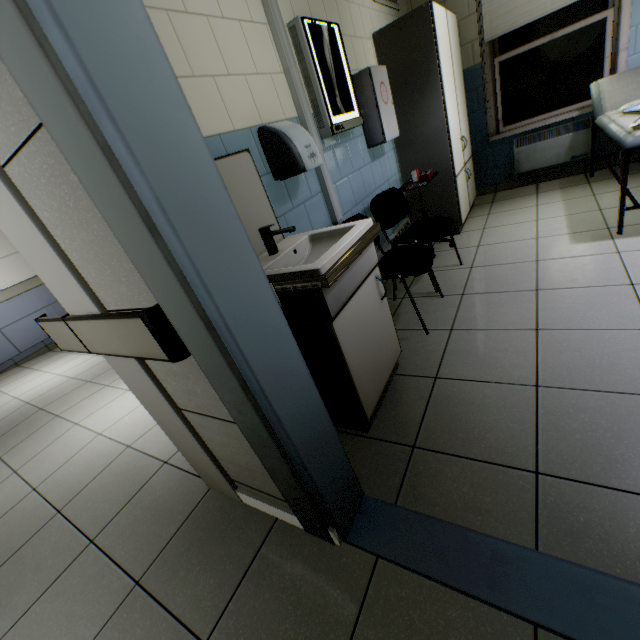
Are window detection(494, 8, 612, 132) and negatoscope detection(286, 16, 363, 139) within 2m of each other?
no

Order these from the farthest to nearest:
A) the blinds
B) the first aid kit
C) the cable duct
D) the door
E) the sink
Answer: the blinds, the first aid kit, the cable duct, the sink, the door

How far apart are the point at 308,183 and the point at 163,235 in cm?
172

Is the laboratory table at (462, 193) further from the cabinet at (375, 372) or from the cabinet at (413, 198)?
the cabinet at (375, 372)

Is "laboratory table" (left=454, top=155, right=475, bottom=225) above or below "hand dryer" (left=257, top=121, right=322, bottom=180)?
below

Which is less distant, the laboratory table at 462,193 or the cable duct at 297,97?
the cable duct at 297,97

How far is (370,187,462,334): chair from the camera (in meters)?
2.21

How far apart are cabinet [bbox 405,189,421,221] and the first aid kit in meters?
0.7
